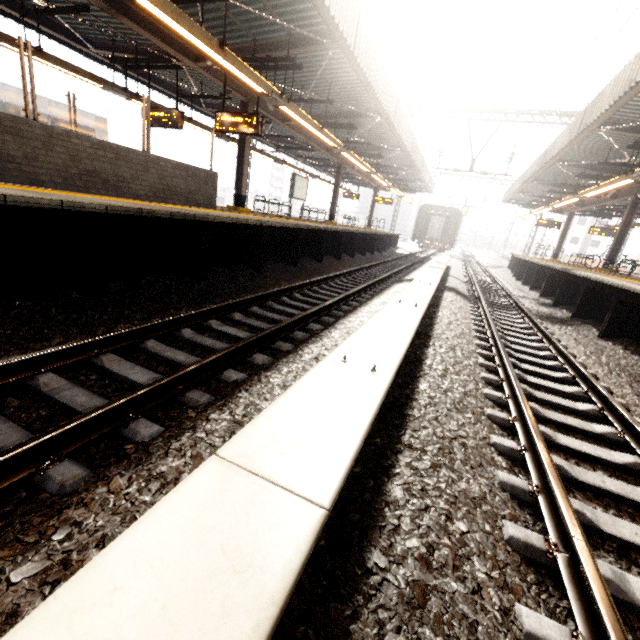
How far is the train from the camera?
31.05m

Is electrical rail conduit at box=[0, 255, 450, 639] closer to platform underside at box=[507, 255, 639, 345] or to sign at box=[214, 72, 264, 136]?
platform underside at box=[507, 255, 639, 345]

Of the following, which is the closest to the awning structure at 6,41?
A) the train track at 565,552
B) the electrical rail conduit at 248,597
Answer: the electrical rail conduit at 248,597

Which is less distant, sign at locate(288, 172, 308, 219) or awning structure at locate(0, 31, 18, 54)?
awning structure at locate(0, 31, 18, 54)

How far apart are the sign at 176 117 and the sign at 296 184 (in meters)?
6.03

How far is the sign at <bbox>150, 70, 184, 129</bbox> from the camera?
9.7m

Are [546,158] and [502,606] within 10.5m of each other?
no

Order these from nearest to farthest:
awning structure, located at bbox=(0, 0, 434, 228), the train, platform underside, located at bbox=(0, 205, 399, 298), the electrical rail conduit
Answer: the electrical rail conduit < platform underside, located at bbox=(0, 205, 399, 298) < awning structure, located at bbox=(0, 0, 434, 228) < the train
